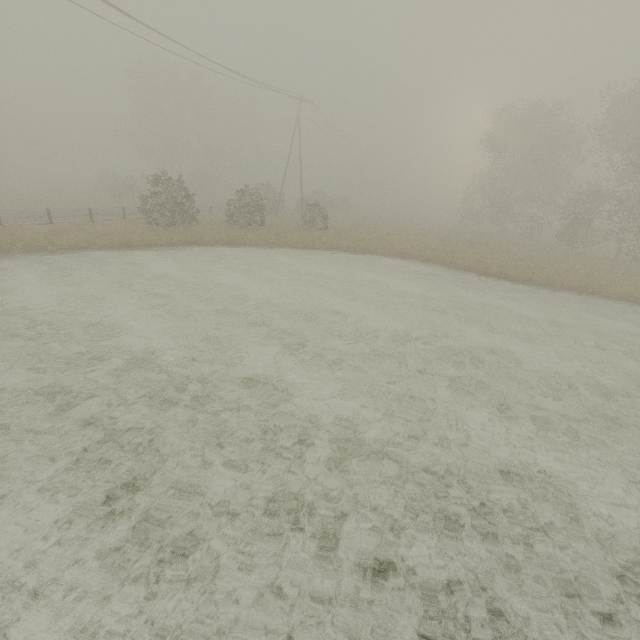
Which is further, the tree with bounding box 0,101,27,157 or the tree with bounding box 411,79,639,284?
the tree with bounding box 0,101,27,157

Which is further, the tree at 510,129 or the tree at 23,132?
the tree at 23,132

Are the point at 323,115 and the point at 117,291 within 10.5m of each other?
no
